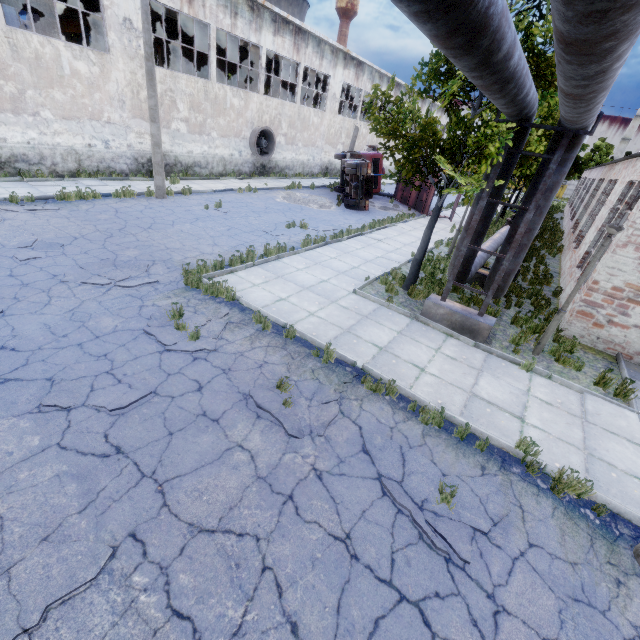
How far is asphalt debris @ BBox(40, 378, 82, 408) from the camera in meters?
4.6 m

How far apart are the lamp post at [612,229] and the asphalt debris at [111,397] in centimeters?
873cm

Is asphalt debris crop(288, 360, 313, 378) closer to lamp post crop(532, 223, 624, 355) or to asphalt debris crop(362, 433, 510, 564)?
asphalt debris crop(362, 433, 510, 564)

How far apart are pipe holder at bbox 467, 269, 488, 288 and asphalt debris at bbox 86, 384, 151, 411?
11.01m

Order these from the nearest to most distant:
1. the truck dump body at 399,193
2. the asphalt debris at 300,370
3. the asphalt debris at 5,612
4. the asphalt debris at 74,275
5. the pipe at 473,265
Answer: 1. the asphalt debris at 5,612
2. the asphalt debris at 300,370
3. the asphalt debris at 74,275
4. the pipe at 473,265
5. the truck dump body at 399,193

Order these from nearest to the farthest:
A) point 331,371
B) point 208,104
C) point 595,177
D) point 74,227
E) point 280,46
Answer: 1. point 331,371
2. point 74,227
3. point 208,104
4. point 280,46
5. point 595,177

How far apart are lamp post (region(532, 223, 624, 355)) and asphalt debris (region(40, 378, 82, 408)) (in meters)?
8.73

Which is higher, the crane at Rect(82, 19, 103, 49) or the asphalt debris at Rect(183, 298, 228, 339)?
the crane at Rect(82, 19, 103, 49)
